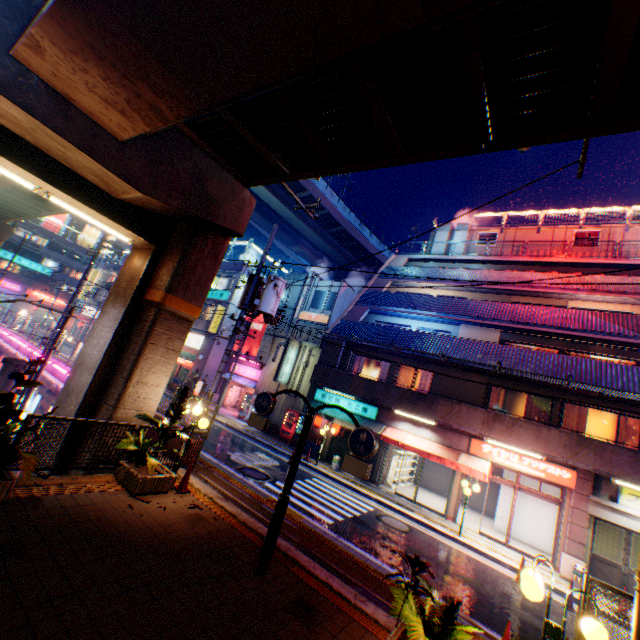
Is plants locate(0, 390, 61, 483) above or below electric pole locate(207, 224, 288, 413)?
below

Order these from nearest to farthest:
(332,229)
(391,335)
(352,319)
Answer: (391,335), (352,319), (332,229)

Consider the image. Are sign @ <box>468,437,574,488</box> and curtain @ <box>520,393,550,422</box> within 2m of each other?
yes

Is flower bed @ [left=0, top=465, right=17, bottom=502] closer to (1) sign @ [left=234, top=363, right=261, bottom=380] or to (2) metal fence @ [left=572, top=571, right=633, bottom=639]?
(2) metal fence @ [left=572, top=571, right=633, bottom=639]

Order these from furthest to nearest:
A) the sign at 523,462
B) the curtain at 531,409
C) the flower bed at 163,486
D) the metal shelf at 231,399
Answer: the metal shelf at 231,399
the curtain at 531,409
the sign at 523,462
the flower bed at 163,486

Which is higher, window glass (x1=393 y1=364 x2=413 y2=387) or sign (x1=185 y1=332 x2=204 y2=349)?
window glass (x1=393 y1=364 x2=413 y2=387)

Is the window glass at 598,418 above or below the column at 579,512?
above

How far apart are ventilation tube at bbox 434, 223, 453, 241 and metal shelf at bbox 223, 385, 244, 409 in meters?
21.1 m
